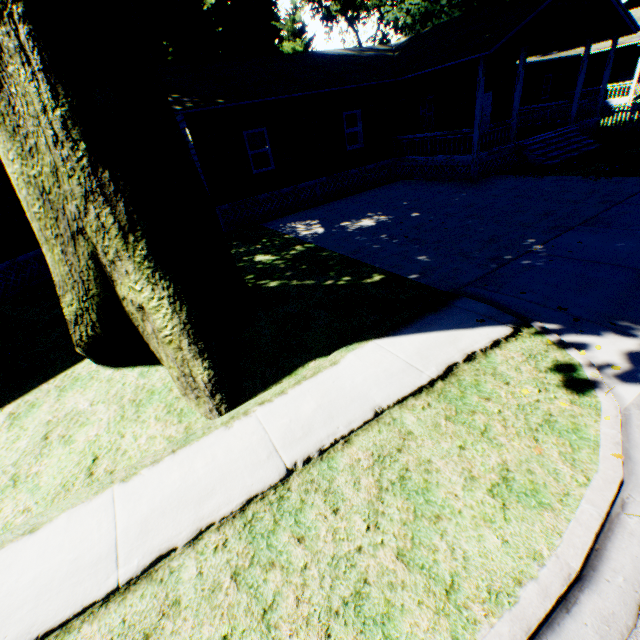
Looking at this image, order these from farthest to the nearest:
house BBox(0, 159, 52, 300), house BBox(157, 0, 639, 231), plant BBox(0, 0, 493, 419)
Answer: house BBox(157, 0, 639, 231)
house BBox(0, 159, 52, 300)
plant BBox(0, 0, 493, 419)

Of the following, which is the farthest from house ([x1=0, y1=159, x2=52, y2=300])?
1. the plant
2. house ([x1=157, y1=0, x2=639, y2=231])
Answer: house ([x1=157, y1=0, x2=639, y2=231])

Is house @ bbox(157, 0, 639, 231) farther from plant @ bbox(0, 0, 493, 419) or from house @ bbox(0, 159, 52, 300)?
house @ bbox(0, 159, 52, 300)

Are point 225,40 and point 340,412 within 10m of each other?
no

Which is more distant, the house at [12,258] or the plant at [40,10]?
the house at [12,258]

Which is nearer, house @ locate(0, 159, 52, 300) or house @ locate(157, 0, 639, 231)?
house @ locate(0, 159, 52, 300)

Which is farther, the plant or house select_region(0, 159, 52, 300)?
house select_region(0, 159, 52, 300)

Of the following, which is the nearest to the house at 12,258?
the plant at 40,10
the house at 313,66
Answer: the plant at 40,10
